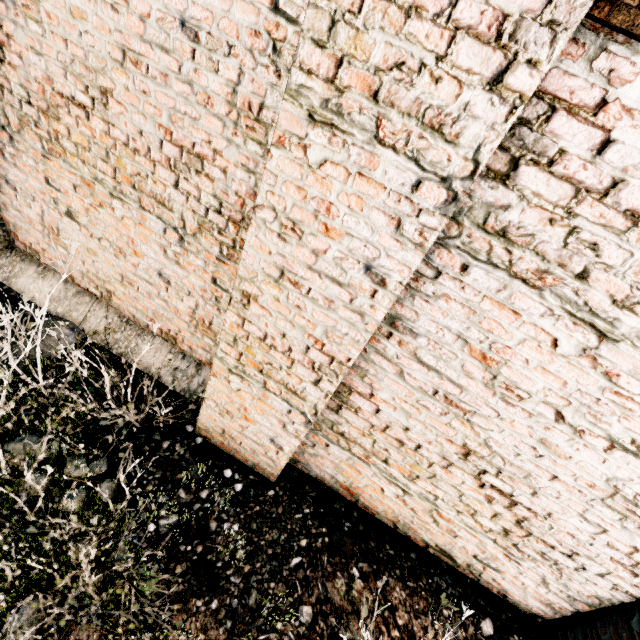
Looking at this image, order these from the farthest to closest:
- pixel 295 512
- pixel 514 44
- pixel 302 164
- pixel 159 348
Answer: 1. pixel 159 348
2. pixel 295 512
3. pixel 302 164
4. pixel 514 44
